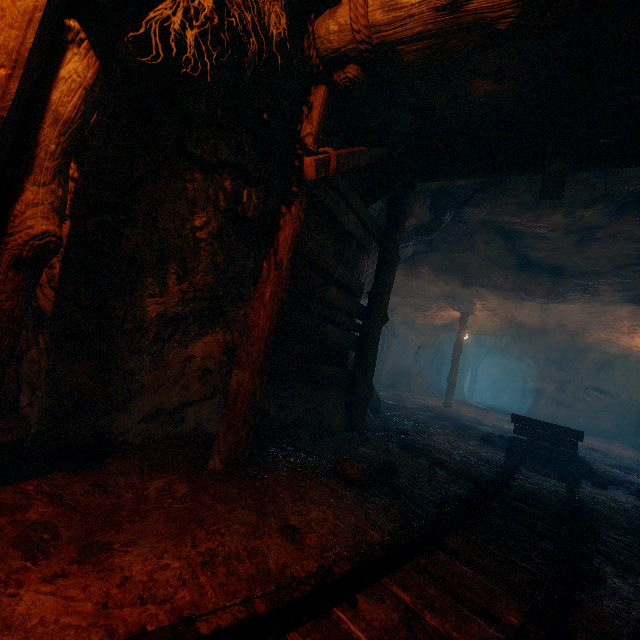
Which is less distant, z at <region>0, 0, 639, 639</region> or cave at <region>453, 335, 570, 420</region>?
z at <region>0, 0, 639, 639</region>

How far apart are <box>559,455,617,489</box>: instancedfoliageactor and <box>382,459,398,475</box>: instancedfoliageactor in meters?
4.5

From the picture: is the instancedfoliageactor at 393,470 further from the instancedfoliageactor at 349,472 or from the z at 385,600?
the instancedfoliageactor at 349,472

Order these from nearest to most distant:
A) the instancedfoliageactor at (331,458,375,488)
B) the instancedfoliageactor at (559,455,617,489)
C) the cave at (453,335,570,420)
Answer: the instancedfoliageactor at (331,458,375,488), the instancedfoliageactor at (559,455,617,489), the cave at (453,335,570,420)

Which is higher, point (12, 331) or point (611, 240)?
point (611, 240)

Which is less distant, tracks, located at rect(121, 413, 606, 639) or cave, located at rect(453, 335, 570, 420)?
tracks, located at rect(121, 413, 606, 639)

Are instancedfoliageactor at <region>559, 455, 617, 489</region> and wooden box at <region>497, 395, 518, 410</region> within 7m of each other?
no

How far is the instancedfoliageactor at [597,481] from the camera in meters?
5.3 m
